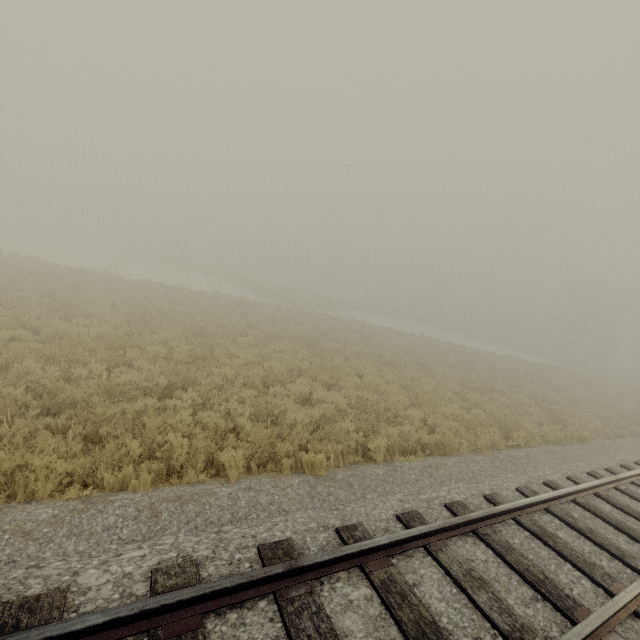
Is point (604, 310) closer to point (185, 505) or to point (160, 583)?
point (185, 505)
